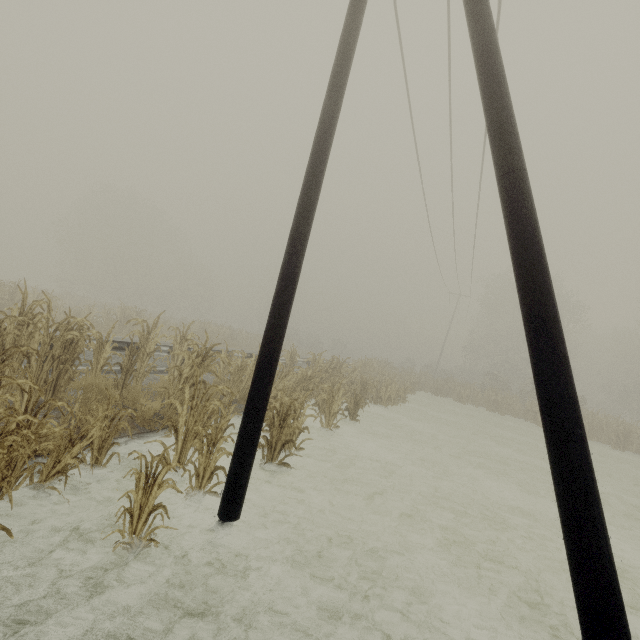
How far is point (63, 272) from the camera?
46.1 meters

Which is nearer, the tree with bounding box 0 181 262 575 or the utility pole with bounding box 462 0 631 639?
the utility pole with bounding box 462 0 631 639

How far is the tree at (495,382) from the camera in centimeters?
684cm

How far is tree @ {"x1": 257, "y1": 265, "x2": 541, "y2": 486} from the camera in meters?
6.8 m

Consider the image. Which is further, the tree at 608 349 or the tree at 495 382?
the tree at 608 349

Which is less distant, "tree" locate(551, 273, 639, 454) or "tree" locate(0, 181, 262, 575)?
"tree" locate(0, 181, 262, 575)

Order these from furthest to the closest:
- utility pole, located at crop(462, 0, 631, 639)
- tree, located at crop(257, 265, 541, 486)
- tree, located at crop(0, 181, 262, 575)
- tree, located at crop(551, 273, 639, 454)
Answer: tree, located at crop(551, 273, 639, 454) → tree, located at crop(257, 265, 541, 486) → tree, located at crop(0, 181, 262, 575) → utility pole, located at crop(462, 0, 631, 639)
